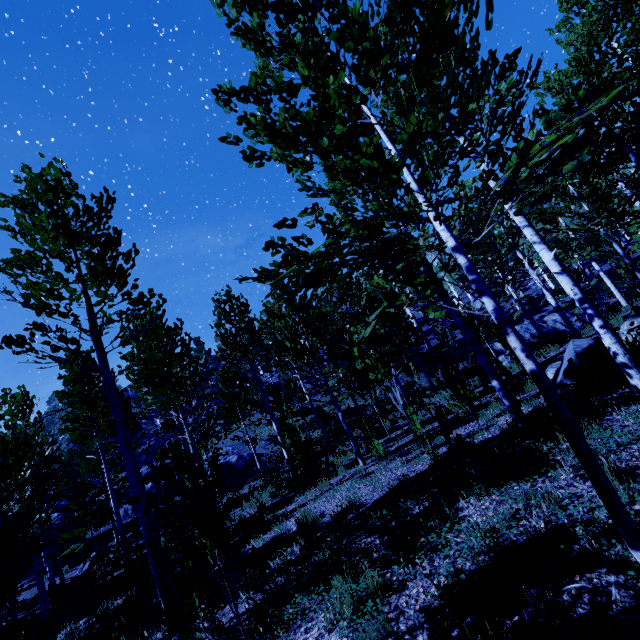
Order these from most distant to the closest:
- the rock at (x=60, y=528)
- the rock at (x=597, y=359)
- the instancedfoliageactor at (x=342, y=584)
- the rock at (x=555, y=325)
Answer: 1. the rock at (x=60, y=528)
2. the rock at (x=555, y=325)
3. the rock at (x=597, y=359)
4. the instancedfoliageactor at (x=342, y=584)

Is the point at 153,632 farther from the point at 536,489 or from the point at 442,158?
the point at 442,158

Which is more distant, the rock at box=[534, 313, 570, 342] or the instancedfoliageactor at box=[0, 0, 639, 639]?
the rock at box=[534, 313, 570, 342]

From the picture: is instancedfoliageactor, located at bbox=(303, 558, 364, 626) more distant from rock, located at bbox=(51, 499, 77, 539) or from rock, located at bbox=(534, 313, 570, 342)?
rock, located at bbox=(534, 313, 570, 342)

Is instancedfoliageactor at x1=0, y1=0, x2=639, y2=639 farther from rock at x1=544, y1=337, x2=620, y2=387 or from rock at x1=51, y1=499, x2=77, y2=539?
rock at x1=544, y1=337, x2=620, y2=387

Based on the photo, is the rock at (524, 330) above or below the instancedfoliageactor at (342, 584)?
above

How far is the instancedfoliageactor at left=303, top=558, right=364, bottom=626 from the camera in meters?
3.1
